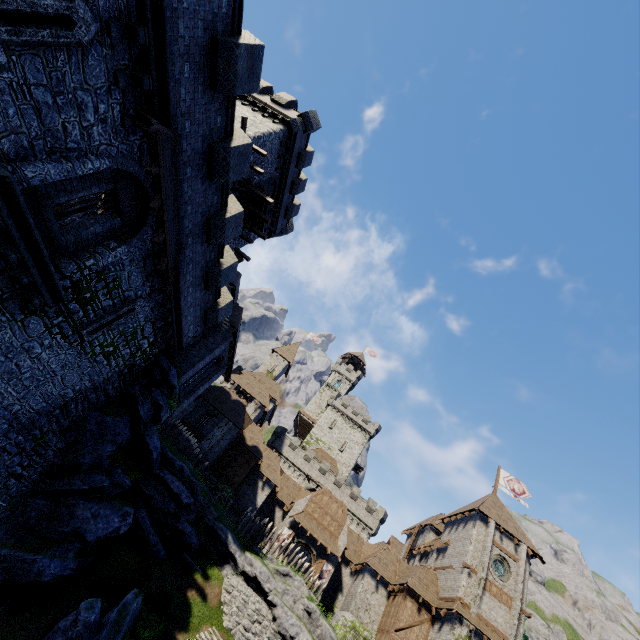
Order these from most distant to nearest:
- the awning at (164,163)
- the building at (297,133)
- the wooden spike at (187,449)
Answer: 1. the wooden spike at (187,449)
2. the building at (297,133)
3. the awning at (164,163)

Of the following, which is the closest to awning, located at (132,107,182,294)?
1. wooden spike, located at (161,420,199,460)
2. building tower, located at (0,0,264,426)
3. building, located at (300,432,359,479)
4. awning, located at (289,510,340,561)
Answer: building tower, located at (0,0,264,426)

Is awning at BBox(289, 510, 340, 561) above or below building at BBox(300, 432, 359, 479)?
below

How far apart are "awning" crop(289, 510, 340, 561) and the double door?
0.5m

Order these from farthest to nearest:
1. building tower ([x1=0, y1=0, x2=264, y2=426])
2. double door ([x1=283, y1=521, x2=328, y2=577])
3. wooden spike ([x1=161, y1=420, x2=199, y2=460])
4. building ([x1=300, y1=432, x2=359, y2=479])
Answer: building ([x1=300, y1=432, x2=359, y2=479]) → double door ([x1=283, y1=521, x2=328, y2=577]) → wooden spike ([x1=161, y1=420, x2=199, y2=460]) → building tower ([x1=0, y1=0, x2=264, y2=426])

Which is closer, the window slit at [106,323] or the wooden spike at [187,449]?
the window slit at [106,323]

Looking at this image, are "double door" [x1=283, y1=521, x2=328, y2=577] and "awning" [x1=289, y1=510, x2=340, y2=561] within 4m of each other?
yes

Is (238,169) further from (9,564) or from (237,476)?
(237,476)
